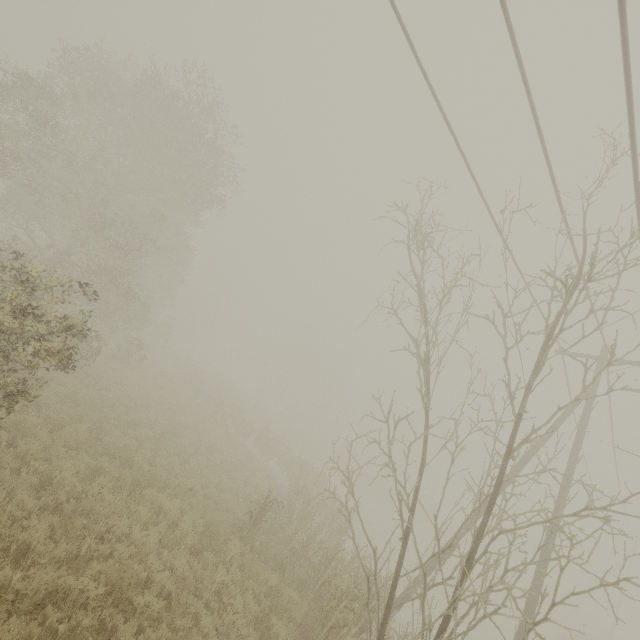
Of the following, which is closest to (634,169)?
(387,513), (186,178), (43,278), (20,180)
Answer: (43,278)

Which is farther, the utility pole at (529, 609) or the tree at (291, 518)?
the utility pole at (529, 609)

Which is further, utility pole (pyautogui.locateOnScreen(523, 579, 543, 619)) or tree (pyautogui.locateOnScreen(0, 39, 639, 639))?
utility pole (pyautogui.locateOnScreen(523, 579, 543, 619))

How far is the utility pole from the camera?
9.1m

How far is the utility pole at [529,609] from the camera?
9.1m
